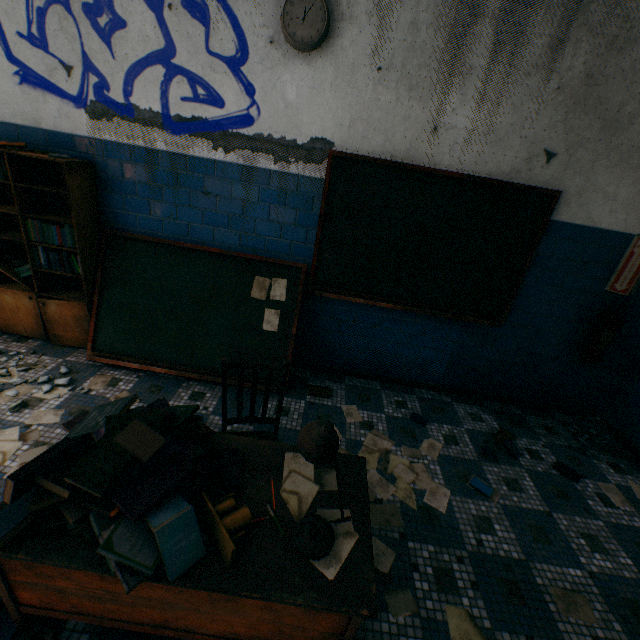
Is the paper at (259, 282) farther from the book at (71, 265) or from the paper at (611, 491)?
the paper at (611, 491)

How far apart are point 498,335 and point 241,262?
2.74m

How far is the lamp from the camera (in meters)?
1.14

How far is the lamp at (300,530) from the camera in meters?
1.1 m

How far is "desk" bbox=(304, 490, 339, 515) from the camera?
1.4m

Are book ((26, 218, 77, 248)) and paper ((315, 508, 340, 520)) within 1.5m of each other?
no

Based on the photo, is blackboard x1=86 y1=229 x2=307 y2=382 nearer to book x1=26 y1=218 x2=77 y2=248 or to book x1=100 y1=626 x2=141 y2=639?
book x1=26 y1=218 x2=77 y2=248

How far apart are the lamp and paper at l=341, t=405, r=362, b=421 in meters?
1.7 m
